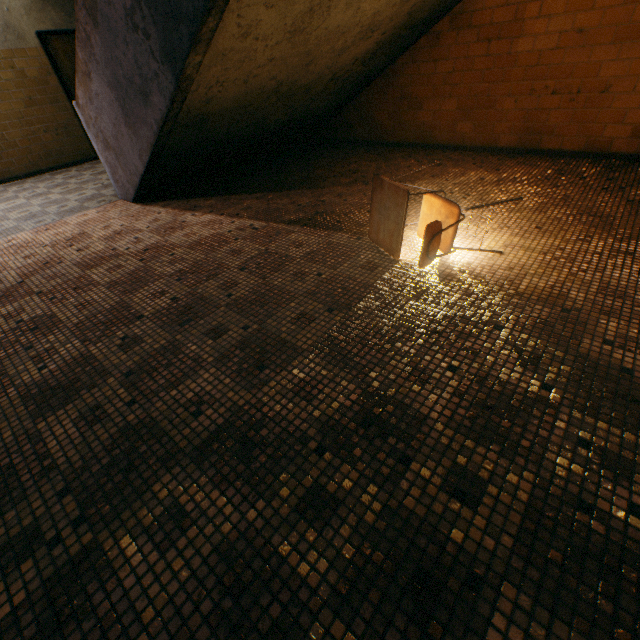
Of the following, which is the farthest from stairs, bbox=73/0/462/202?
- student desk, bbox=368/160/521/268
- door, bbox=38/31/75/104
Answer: door, bbox=38/31/75/104

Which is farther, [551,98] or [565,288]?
[551,98]

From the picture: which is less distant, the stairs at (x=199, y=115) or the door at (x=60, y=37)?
the stairs at (x=199, y=115)

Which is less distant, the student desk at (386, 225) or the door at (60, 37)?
the student desk at (386, 225)

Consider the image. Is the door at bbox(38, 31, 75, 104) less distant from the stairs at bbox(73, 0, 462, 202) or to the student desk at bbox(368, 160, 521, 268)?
the stairs at bbox(73, 0, 462, 202)

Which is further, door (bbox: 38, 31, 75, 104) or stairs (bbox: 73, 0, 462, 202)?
A: door (bbox: 38, 31, 75, 104)

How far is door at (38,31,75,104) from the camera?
6.2 meters
